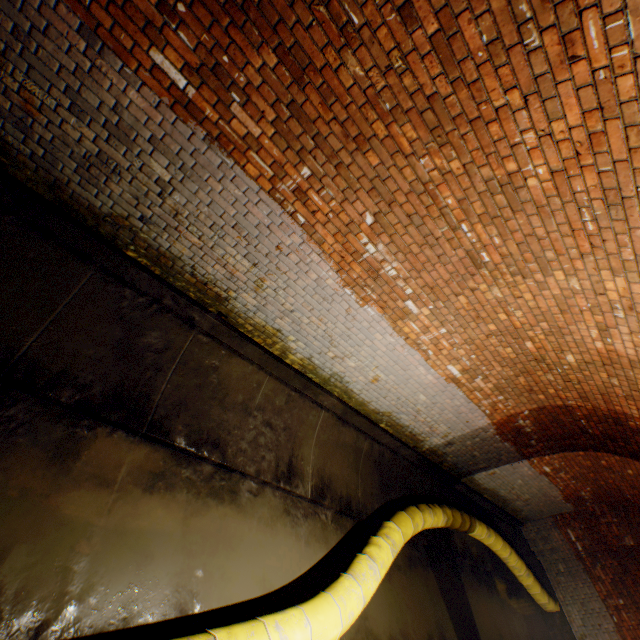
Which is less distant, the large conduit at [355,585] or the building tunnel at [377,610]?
the large conduit at [355,585]

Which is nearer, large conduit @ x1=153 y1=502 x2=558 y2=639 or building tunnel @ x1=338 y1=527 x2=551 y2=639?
large conduit @ x1=153 y1=502 x2=558 y2=639

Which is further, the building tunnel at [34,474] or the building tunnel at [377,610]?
the building tunnel at [377,610]

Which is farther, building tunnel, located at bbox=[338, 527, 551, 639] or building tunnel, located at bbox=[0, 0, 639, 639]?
building tunnel, located at bbox=[338, 527, 551, 639]

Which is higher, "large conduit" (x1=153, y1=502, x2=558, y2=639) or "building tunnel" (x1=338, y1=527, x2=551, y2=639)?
"large conduit" (x1=153, y1=502, x2=558, y2=639)

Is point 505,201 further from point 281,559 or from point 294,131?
point 281,559
